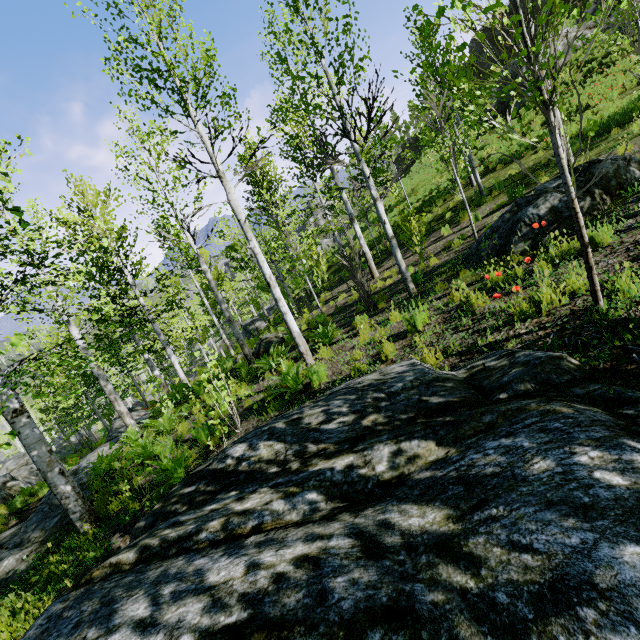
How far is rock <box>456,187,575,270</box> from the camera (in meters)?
5.57

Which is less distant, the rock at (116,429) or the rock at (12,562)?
the rock at (12,562)

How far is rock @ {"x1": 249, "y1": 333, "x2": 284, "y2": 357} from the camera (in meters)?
12.62

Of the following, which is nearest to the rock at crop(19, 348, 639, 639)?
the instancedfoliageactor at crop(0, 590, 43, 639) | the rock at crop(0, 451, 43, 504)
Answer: the instancedfoliageactor at crop(0, 590, 43, 639)

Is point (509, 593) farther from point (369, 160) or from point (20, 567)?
point (369, 160)

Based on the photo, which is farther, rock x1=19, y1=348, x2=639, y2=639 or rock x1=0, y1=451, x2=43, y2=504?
rock x1=0, y1=451, x2=43, y2=504

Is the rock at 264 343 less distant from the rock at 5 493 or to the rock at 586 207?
the rock at 586 207

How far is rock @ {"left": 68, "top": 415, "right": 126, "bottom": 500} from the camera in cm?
888
